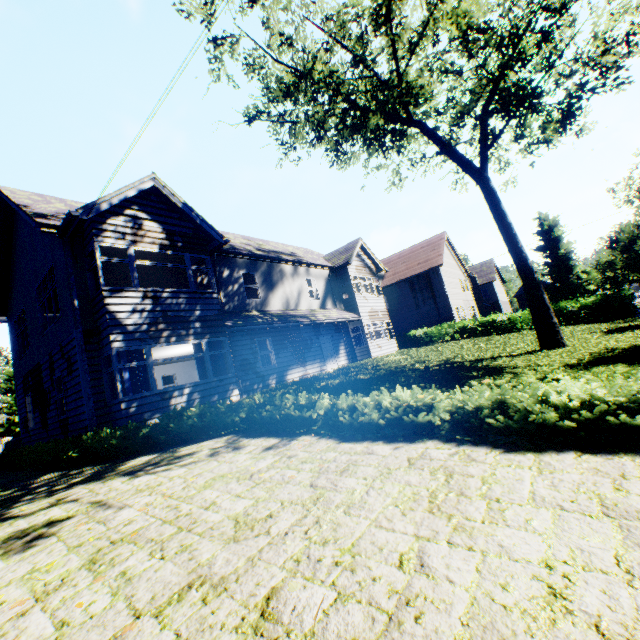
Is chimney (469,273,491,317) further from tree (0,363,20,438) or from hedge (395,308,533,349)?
hedge (395,308,533,349)

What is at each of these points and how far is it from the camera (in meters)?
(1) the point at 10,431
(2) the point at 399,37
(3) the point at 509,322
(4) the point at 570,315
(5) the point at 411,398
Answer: (1) tree, 38.31
(2) tree, 10.74
(3) hedge, 24.27
(4) hedge, 21.94
(5) hedge, 5.36

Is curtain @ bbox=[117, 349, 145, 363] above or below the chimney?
below

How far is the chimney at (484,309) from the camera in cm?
5325

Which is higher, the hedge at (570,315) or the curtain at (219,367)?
the curtain at (219,367)

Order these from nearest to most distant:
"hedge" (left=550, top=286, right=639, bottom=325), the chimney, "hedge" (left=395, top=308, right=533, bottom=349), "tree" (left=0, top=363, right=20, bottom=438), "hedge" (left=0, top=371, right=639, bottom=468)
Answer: "hedge" (left=0, top=371, right=639, bottom=468) < "hedge" (left=550, top=286, right=639, bottom=325) < "hedge" (left=395, top=308, right=533, bottom=349) < "tree" (left=0, top=363, right=20, bottom=438) < the chimney

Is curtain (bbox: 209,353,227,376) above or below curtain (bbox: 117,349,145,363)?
below

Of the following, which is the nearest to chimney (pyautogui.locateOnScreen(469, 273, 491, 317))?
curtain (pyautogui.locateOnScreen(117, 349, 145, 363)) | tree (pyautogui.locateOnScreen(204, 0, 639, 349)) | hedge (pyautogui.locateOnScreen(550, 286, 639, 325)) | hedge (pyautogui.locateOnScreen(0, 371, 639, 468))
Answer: tree (pyautogui.locateOnScreen(204, 0, 639, 349))
